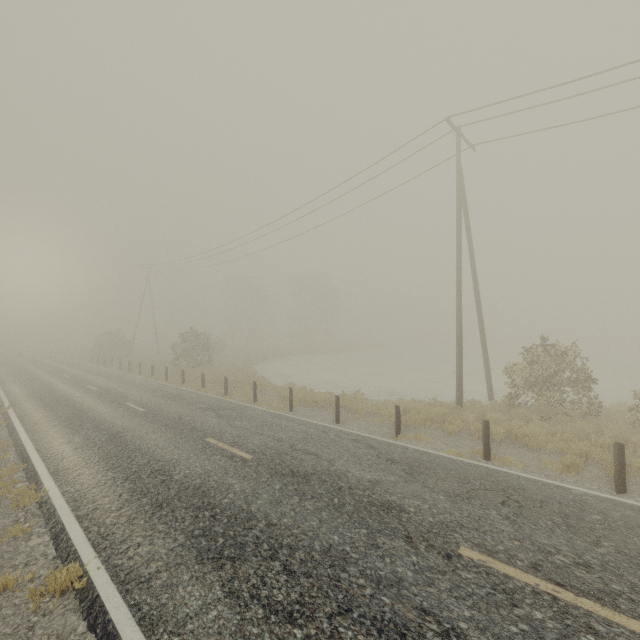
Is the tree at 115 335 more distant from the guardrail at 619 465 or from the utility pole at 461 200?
the guardrail at 619 465

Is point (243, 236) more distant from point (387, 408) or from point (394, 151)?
point (387, 408)

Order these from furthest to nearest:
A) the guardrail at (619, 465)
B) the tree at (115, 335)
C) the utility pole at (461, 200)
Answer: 1. the tree at (115, 335)
2. the utility pole at (461, 200)
3. the guardrail at (619, 465)

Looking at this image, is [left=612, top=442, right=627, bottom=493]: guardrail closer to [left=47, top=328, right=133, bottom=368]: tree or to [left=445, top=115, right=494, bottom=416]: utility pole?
[left=445, top=115, right=494, bottom=416]: utility pole

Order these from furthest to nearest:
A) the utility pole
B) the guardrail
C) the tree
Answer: the tree < the utility pole < the guardrail

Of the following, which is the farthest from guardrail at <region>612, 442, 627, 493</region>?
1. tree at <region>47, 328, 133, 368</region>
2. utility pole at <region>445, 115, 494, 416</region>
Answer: tree at <region>47, 328, 133, 368</region>

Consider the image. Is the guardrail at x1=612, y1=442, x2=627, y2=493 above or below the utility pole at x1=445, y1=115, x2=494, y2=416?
below
